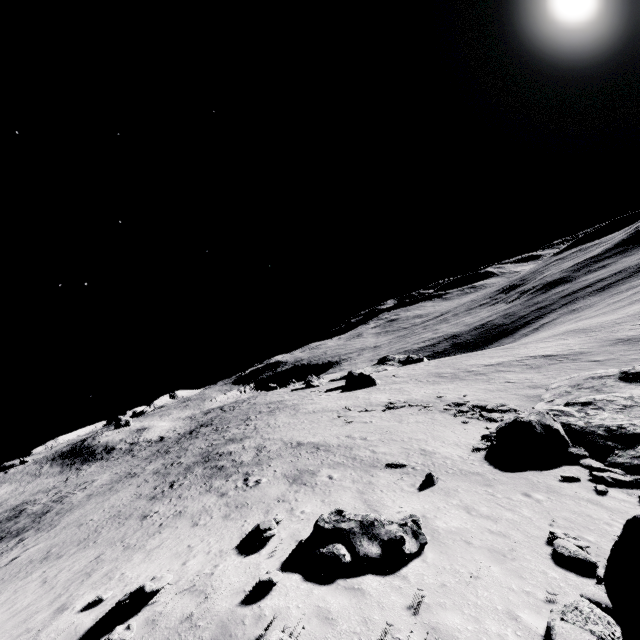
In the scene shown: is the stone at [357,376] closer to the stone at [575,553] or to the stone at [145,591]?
the stone at [575,553]

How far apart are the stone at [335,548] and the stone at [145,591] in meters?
3.4 m

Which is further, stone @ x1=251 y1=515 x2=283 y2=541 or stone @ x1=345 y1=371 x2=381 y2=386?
stone @ x1=345 y1=371 x2=381 y2=386

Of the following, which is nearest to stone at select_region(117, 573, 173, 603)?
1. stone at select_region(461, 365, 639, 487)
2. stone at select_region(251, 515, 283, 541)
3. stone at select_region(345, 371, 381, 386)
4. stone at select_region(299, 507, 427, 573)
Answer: stone at select_region(251, 515, 283, 541)

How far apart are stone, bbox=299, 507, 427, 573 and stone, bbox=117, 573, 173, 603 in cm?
345

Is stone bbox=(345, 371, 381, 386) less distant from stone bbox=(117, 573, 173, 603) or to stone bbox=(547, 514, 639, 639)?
stone bbox=(547, 514, 639, 639)

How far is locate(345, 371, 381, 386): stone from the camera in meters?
49.0 m

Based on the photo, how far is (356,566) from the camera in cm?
816
